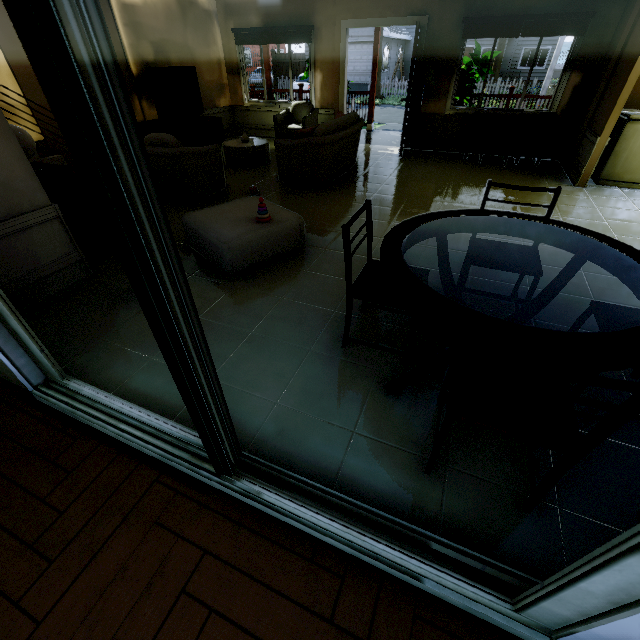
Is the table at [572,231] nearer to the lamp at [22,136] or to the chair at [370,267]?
the chair at [370,267]

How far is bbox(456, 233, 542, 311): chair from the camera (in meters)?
2.23

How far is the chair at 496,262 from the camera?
2.2 meters

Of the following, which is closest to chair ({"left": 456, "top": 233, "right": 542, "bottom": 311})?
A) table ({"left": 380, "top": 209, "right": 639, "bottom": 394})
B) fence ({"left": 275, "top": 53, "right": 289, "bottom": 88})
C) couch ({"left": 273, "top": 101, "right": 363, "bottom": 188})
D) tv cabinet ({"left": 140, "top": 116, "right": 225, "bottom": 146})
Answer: table ({"left": 380, "top": 209, "right": 639, "bottom": 394})

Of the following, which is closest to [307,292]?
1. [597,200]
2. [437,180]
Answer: [437,180]

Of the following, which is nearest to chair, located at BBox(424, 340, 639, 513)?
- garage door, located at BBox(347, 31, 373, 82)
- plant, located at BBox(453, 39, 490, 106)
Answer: plant, located at BBox(453, 39, 490, 106)

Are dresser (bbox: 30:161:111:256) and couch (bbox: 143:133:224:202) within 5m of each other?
yes

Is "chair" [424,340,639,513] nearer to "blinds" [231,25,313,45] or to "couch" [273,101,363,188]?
"couch" [273,101,363,188]
